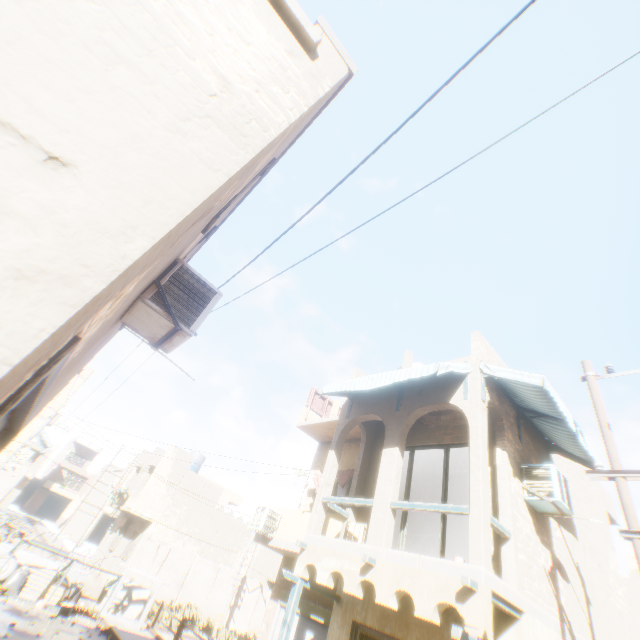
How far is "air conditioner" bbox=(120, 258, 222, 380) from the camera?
3.7m

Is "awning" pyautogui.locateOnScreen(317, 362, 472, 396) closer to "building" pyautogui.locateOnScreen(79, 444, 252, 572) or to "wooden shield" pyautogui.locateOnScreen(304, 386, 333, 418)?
"building" pyautogui.locateOnScreen(79, 444, 252, 572)

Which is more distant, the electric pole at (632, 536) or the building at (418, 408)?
the building at (418, 408)

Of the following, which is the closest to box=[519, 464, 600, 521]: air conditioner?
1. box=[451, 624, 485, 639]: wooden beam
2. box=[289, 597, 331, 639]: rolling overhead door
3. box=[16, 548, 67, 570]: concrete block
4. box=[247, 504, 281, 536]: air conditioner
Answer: box=[451, 624, 485, 639]: wooden beam

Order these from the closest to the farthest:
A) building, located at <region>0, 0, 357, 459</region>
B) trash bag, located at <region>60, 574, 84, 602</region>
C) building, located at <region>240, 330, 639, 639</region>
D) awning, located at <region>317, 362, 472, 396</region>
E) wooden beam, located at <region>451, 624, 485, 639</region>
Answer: building, located at <region>0, 0, 357, 459</region> → wooden beam, located at <region>451, 624, 485, 639</region> → building, located at <region>240, 330, 639, 639</region> → awning, located at <region>317, 362, 472, 396</region> → trash bag, located at <region>60, 574, 84, 602</region>

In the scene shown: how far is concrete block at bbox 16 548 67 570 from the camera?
12.66m

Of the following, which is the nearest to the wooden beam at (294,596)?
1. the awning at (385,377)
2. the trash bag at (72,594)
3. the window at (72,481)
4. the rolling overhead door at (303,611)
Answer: the rolling overhead door at (303,611)

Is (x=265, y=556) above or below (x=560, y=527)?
below
